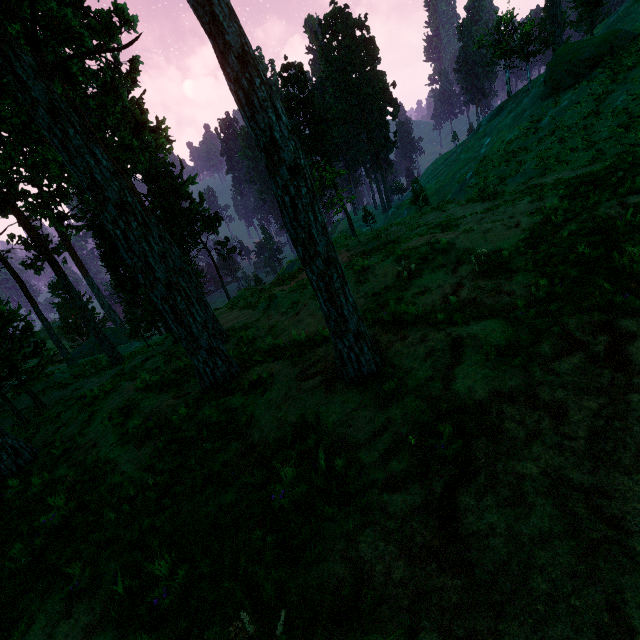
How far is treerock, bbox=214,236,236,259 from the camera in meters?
49.3 m

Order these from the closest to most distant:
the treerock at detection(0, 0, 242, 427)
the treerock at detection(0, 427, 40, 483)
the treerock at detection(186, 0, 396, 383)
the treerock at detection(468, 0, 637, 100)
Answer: the treerock at detection(186, 0, 396, 383) < the treerock at detection(0, 0, 242, 427) < the treerock at detection(0, 427, 40, 483) < the treerock at detection(468, 0, 637, 100)

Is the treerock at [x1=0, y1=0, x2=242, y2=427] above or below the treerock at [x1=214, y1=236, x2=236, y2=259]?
above

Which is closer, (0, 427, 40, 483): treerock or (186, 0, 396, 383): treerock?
(186, 0, 396, 383): treerock

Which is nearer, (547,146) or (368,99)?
(547,146)

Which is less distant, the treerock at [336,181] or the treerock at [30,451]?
the treerock at [336,181]
